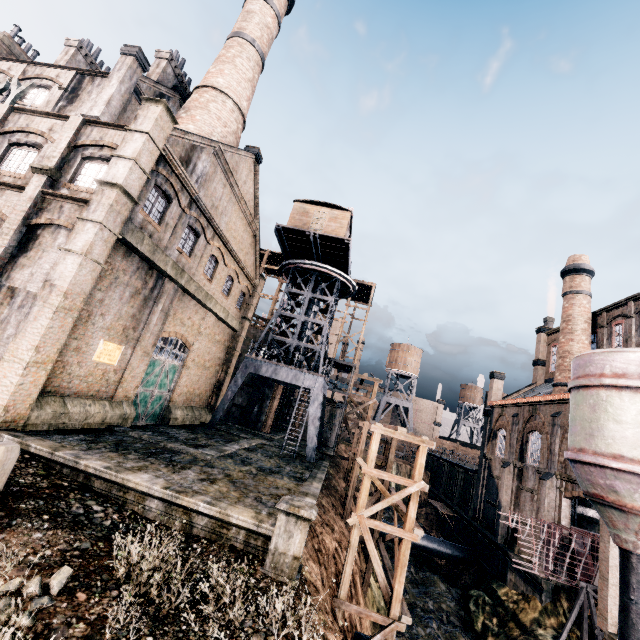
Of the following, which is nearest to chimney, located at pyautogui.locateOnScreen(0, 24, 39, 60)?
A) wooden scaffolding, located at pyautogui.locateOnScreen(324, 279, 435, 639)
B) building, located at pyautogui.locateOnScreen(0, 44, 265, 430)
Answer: building, located at pyautogui.locateOnScreen(0, 44, 265, 430)

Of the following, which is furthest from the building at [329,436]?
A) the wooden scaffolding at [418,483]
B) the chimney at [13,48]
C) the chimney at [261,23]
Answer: the wooden scaffolding at [418,483]

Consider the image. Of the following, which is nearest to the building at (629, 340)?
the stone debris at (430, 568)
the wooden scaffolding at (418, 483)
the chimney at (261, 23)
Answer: the chimney at (261, 23)

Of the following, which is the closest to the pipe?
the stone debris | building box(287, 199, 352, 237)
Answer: the stone debris

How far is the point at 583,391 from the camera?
15.3m

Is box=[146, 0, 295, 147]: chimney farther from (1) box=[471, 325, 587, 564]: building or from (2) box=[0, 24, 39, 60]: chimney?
(2) box=[0, 24, 39, 60]: chimney

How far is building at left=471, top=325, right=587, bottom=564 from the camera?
23.17m

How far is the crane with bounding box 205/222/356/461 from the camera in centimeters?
2700cm
